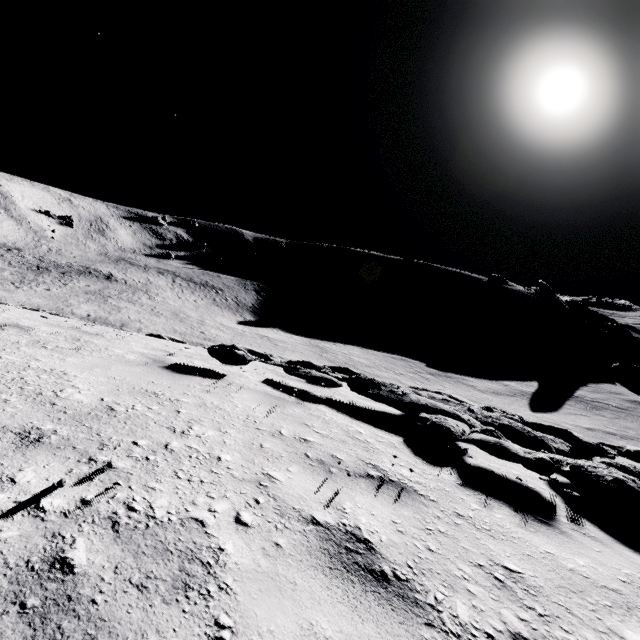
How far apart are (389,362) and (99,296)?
44.8 meters
